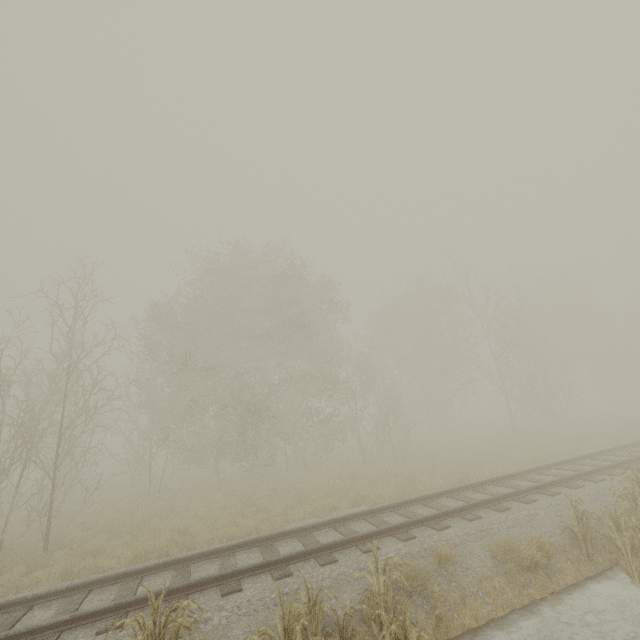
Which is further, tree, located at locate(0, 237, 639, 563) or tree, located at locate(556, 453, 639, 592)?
tree, located at locate(0, 237, 639, 563)

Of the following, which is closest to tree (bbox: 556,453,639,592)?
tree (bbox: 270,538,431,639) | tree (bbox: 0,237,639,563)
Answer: tree (bbox: 270,538,431,639)

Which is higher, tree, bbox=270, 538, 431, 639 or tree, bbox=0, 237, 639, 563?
tree, bbox=0, 237, 639, 563

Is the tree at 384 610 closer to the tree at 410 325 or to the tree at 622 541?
the tree at 622 541

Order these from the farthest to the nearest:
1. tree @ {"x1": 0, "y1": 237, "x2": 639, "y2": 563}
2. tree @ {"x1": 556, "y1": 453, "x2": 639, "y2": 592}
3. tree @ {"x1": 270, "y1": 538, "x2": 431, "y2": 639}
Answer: tree @ {"x1": 0, "y1": 237, "x2": 639, "y2": 563}
tree @ {"x1": 556, "y1": 453, "x2": 639, "y2": 592}
tree @ {"x1": 270, "y1": 538, "x2": 431, "y2": 639}

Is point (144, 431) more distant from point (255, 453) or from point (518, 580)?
point (518, 580)

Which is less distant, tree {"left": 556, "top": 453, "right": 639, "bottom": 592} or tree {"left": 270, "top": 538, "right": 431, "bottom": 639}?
tree {"left": 270, "top": 538, "right": 431, "bottom": 639}

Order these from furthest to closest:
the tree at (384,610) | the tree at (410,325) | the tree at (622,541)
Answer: the tree at (410,325) → the tree at (622,541) → the tree at (384,610)
